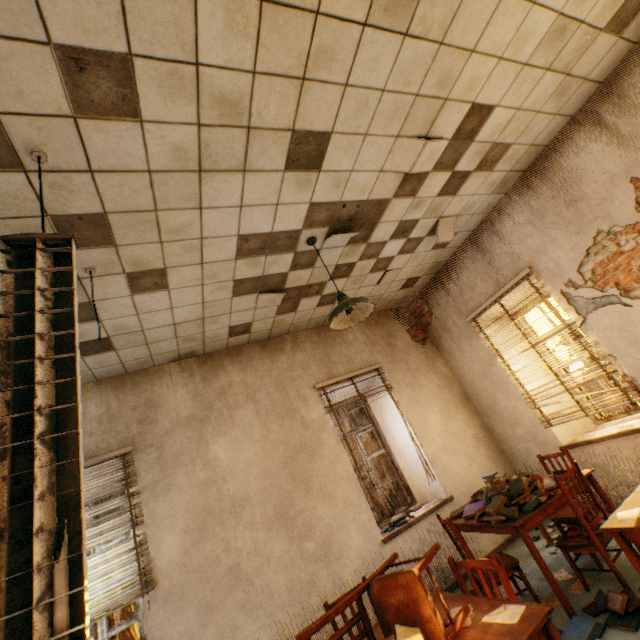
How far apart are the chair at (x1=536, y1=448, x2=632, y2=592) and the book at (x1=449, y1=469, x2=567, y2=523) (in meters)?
0.16

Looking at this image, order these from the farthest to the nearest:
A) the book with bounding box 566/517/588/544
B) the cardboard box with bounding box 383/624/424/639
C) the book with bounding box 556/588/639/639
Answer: the book with bounding box 566/517/588/544 → the book with bounding box 556/588/639/639 → the cardboard box with bounding box 383/624/424/639

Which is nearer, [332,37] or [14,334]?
[14,334]

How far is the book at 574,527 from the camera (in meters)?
2.90

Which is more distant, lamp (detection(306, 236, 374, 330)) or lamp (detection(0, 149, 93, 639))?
lamp (detection(306, 236, 374, 330))

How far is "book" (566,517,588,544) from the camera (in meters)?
2.90

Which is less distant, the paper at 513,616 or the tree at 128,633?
the paper at 513,616

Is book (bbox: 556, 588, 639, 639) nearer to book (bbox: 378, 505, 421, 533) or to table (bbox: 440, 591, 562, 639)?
table (bbox: 440, 591, 562, 639)
